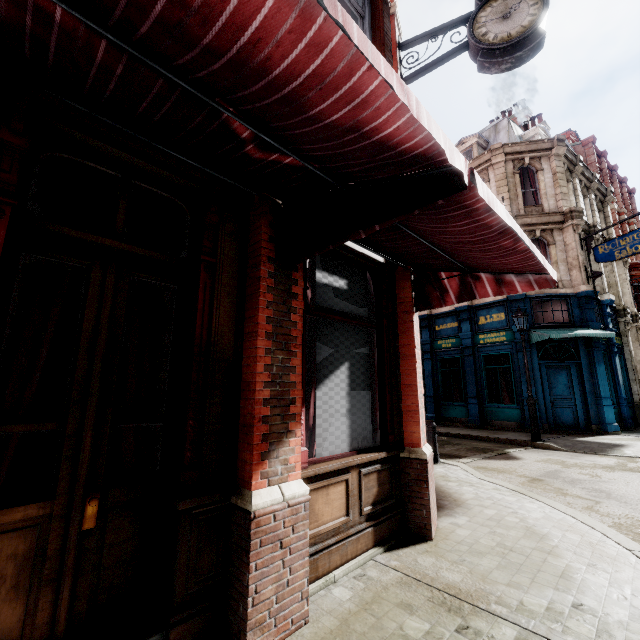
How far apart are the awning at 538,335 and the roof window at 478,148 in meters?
9.9

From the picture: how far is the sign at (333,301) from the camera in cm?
385

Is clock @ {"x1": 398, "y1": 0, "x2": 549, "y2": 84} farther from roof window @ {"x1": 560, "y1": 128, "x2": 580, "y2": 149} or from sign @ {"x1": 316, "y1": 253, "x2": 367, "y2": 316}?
roof window @ {"x1": 560, "y1": 128, "x2": 580, "y2": 149}

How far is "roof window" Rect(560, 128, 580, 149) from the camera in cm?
2081

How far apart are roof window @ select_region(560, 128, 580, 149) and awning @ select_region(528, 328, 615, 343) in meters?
17.2

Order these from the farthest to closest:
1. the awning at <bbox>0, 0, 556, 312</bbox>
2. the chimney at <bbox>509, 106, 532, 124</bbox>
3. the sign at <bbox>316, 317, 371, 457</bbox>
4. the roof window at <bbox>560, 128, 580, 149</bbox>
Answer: the chimney at <bbox>509, 106, 532, 124</bbox> → the roof window at <bbox>560, 128, 580, 149</bbox> → the sign at <bbox>316, 317, 371, 457</bbox> → the awning at <bbox>0, 0, 556, 312</bbox>

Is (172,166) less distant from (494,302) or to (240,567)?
(240,567)

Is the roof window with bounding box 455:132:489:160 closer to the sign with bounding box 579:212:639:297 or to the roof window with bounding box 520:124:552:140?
the roof window with bounding box 520:124:552:140
